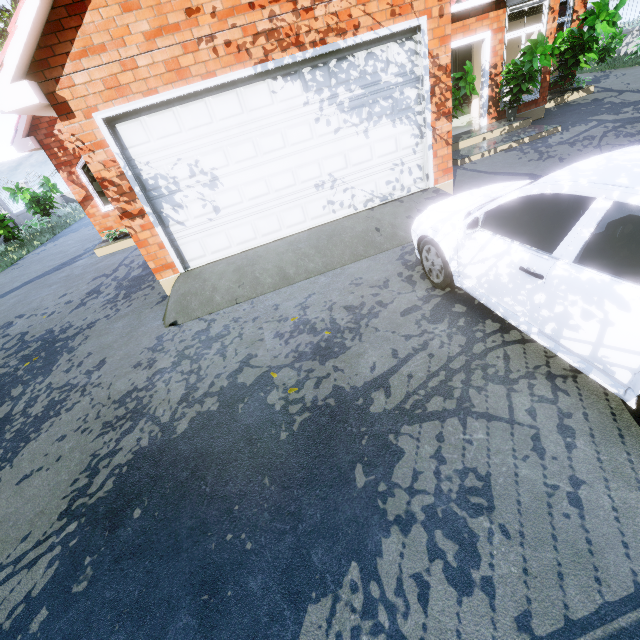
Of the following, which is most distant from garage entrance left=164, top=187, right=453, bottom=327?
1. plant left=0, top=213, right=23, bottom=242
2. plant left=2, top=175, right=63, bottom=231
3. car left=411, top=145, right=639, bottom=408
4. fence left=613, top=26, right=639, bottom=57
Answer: plant left=2, top=175, right=63, bottom=231

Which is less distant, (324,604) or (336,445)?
(324,604)

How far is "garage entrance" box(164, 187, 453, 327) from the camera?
5.25m

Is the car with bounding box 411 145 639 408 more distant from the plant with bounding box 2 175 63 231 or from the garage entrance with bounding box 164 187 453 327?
the plant with bounding box 2 175 63 231

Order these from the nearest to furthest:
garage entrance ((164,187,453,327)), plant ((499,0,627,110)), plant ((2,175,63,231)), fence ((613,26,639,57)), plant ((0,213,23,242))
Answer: garage entrance ((164,187,453,327))
plant ((499,0,627,110))
plant ((0,213,23,242))
fence ((613,26,639,57))
plant ((2,175,63,231))

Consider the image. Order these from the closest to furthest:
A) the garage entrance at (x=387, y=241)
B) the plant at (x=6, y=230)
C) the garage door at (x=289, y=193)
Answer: the garage door at (x=289, y=193) < the garage entrance at (x=387, y=241) < the plant at (x=6, y=230)

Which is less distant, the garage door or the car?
the car

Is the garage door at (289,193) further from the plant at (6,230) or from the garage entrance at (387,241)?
the plant at (6,230)
